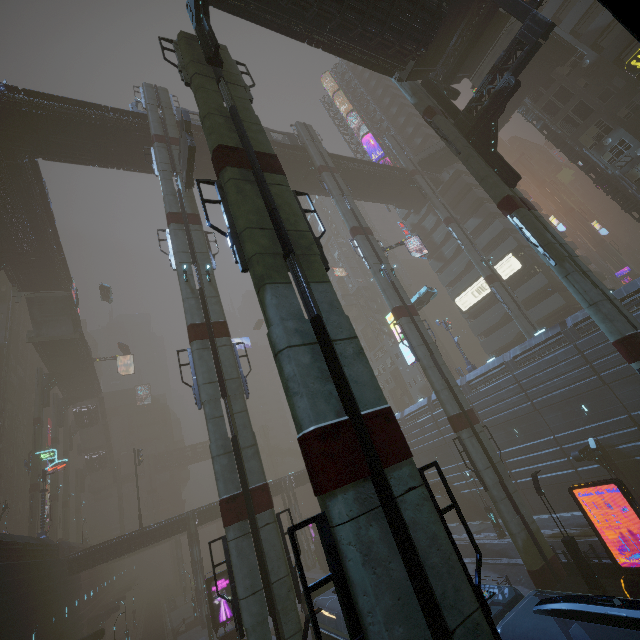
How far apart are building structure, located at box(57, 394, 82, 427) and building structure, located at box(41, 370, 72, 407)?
9.9 meters

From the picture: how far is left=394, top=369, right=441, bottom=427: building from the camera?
40.1m

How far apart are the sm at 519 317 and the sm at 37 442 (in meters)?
61.13

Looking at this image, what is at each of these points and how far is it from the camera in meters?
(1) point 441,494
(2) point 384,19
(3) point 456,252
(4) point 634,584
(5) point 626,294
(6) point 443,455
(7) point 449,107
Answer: (1) building, 37.6 m
(2) building, 16.2 m
(3) building, 48.5 m
(4) sign, 14.3 m
(5) building, 23.6 m
(6) building, 38.9 m
(7) building structure, 21.5 m

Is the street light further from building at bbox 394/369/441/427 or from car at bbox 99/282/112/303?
car at bbox 99/282/112/303

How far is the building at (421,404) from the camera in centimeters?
4012cm

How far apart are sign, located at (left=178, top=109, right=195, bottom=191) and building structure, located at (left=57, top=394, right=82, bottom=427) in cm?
5431

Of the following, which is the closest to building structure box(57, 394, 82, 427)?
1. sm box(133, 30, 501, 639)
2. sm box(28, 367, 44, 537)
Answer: sm box(28, 367, 44, 537)
